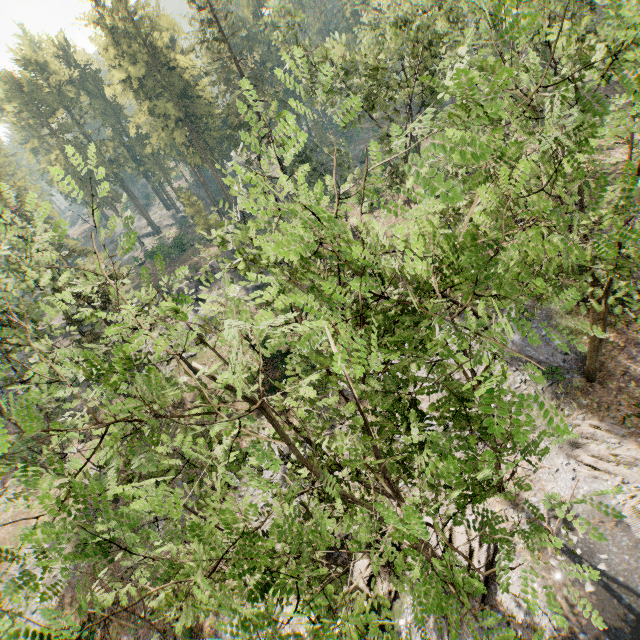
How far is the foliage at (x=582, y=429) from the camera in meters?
4.3

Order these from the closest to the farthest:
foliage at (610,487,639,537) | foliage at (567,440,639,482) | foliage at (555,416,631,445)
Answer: foliage at (610,487,639,537)
foliage at (555,416,631,445)
foliage at (567,440,639,482)

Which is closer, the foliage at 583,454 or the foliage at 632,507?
the foliage at 632,507

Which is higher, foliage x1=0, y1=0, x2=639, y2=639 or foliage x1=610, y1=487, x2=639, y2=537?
foliage x1=0, y1=0, x2=639, y2=639

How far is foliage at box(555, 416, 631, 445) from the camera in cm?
430

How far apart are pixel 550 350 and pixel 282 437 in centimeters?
2090cm
